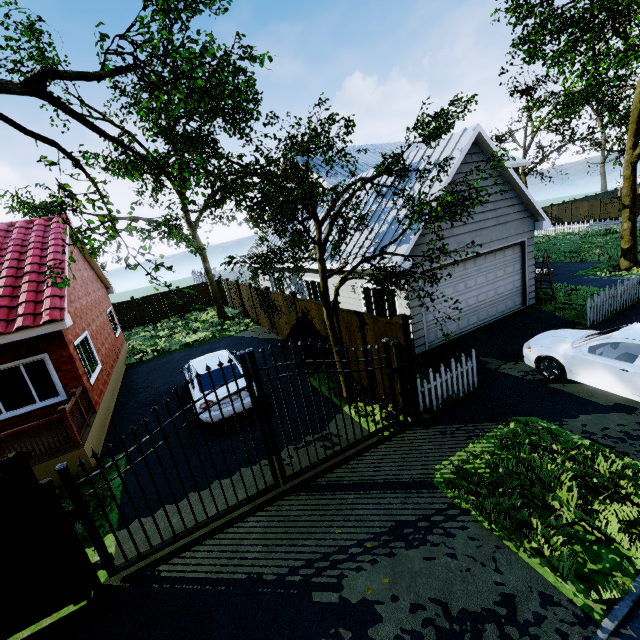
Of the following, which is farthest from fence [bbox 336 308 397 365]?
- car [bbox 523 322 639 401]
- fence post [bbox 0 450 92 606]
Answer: fence post [bbox 0 450 92 606]

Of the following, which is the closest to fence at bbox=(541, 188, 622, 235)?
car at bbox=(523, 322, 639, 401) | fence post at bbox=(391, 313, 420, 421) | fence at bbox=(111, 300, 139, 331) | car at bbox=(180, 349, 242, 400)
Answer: fence post at bbox=(391, 313, 420, 421)

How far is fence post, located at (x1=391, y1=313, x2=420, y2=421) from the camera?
6.90m

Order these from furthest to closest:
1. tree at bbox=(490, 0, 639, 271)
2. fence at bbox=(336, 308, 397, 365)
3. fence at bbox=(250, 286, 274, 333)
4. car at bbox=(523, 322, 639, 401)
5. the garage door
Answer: A: fence at bbox=(250, 286, 274, 333), tree at bbox=(490, 0, 639, 271), the garage door, fence at bbox=(336, 308, 397, 365), car at bbox=(523, 322, 639, 401)

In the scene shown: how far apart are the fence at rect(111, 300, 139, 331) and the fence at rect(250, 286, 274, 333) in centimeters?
1204cm

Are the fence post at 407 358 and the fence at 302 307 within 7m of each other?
yes

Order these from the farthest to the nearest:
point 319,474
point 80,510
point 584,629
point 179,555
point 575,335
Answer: point 575,335 < point 319,474 < point 179,555 < point 80,510 < point 584,629

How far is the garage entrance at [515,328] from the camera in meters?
9.4 m
